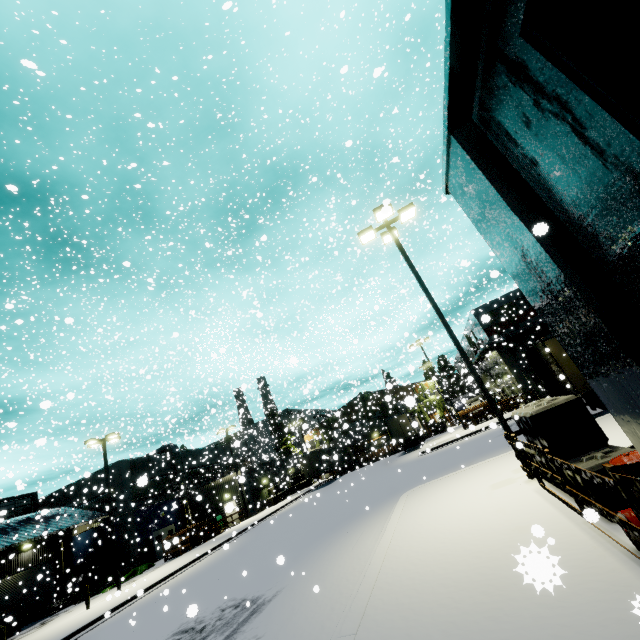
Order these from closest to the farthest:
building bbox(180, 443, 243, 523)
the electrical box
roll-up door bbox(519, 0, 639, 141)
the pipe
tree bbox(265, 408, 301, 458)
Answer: roll-up door bbox(519, 0, 639, 141) < the electrical box < the pipe < building bbox(180, 443, 243, 523) < tree bbox(265, 408, 301, 458)

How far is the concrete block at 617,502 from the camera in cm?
507

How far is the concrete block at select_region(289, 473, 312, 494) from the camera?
43.8 meters

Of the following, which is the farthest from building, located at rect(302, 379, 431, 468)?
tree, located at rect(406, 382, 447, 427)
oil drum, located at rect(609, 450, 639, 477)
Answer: oil drum, located at rect(609, 450, 639, 477)

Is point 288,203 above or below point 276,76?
above

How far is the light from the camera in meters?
10.0 m

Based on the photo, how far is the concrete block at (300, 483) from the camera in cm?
4378

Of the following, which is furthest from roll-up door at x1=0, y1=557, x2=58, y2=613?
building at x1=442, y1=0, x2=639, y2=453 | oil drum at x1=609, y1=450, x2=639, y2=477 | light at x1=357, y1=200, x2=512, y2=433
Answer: oil drum at x1=609, y1=450, x2=639, y2=477
